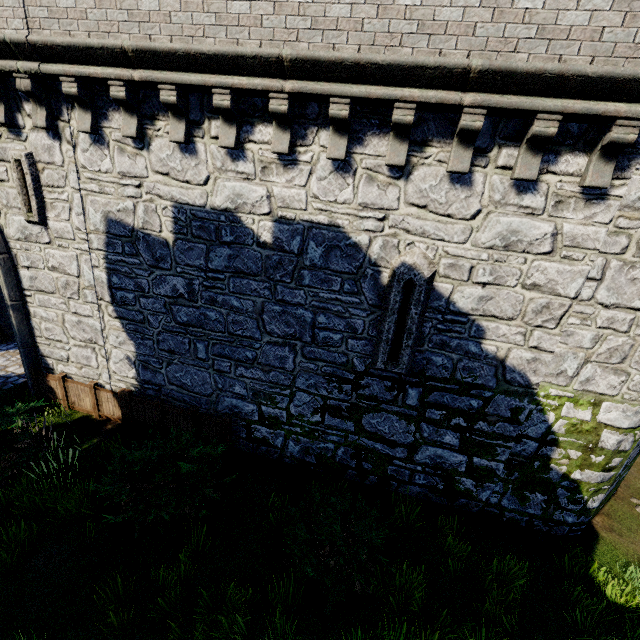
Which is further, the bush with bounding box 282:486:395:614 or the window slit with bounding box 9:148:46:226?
the window slit with bounding box 9:148:46:226

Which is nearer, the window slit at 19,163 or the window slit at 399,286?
the window slit at 399,286

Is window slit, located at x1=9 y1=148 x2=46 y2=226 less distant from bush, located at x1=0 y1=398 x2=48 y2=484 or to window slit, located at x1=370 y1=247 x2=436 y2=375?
bush, located at x1=0 y1=398 x2=48 y2=484

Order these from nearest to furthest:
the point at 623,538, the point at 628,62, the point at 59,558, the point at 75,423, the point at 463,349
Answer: the point at 628,62, the point at 59,558, the point at 463,349, the point at 623,538, the point at 75,423

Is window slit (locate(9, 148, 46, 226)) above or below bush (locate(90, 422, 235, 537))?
above

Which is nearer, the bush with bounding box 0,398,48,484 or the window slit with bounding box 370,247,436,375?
the window slit with bounding box 370,247,436,375

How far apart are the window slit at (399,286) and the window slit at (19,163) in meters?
7.6 m

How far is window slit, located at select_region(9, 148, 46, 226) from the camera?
6.79m
